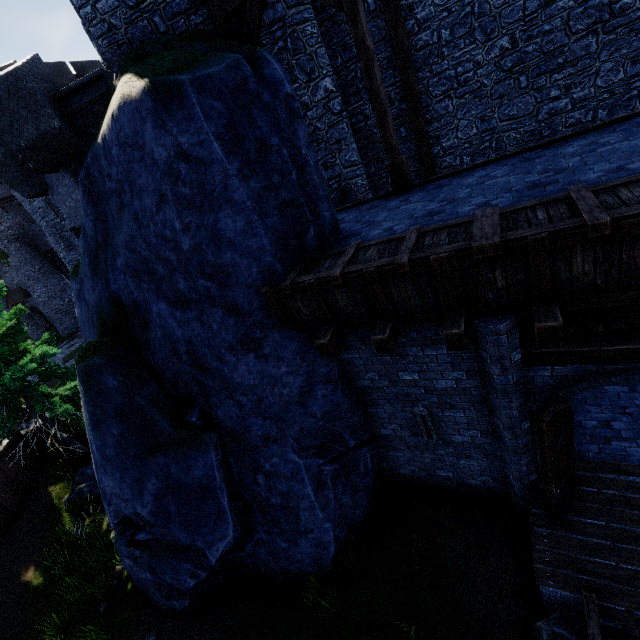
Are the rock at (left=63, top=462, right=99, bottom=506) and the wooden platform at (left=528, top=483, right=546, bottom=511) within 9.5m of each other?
no

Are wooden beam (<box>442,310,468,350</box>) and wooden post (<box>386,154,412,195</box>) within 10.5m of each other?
yes

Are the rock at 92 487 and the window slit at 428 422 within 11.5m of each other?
no

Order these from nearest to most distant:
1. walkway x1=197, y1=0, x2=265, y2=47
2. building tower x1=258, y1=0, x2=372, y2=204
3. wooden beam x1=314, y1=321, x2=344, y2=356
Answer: wooden beam x1=314, y1=321, x2=344, y2=356 → walkway x1=197, y1=0, x2=265, y2=47 → building tower x1=258, y1=0, x2=372, y2=204

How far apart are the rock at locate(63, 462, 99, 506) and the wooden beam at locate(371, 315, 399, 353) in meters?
12.7

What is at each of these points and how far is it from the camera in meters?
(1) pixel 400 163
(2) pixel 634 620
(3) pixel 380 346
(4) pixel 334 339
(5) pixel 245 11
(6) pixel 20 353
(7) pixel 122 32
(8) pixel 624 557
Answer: (1) wooden post, 6.8 m
(2) stairs, 4.3 m
(3) wooden beam, 4.7 m
(4) wooden beam, 5.3 m
(5) walkway, 7.2 m
(6) tree, 11.9 m
(7) building tower, 7.4 m
(8) wooden platform, 4.8 m

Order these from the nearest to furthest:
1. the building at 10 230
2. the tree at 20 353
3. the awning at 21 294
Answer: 1. the tree at 20 353
2. the building at 10 230
3. the awning at 21 294

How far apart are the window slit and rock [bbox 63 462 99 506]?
12.1 meters
